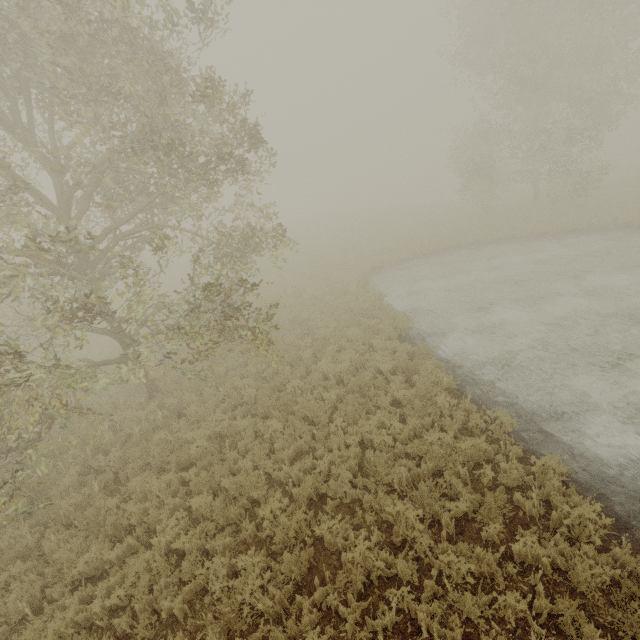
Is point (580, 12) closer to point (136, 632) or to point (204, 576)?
point (204, 576)
